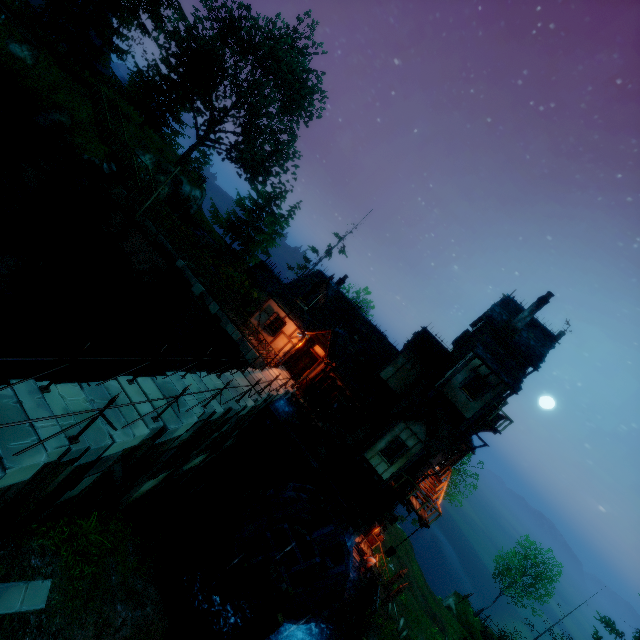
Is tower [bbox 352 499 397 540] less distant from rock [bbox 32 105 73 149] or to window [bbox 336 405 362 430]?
window [bbox 336 405 362 430]

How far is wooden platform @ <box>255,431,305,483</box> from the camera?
19.2m

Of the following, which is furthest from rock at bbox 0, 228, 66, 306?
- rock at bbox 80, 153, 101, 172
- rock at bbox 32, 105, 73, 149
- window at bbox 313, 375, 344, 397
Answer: window at bbox 313, 375, 344, 397

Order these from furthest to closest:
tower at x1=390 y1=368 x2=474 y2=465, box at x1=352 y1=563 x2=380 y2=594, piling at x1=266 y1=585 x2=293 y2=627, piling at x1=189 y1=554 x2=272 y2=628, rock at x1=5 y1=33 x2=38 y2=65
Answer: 1. rock at x1=5 y1=33 x2=38 y2=65
2. box at x1=352 y1=563 x2=380 y2=594
3. tower at x1=390 y1=368 x2=474 y2=465
4. piling at x1=189 y1=554 x2=272 y2=628
5. piling at x1=266 y1=585 x2=293 y2=627

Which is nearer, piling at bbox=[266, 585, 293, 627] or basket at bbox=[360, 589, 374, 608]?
piling at bbox=[266, 585, 293, 627]

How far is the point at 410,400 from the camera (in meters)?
19.34

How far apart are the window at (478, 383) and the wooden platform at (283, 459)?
10.8m

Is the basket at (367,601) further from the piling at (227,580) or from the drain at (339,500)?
the piling at (227,580)
